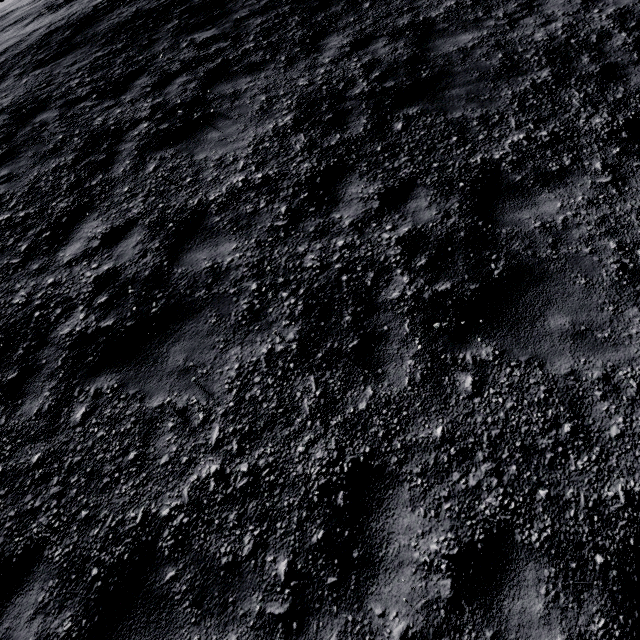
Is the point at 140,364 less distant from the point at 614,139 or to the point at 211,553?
the point at 211,553
